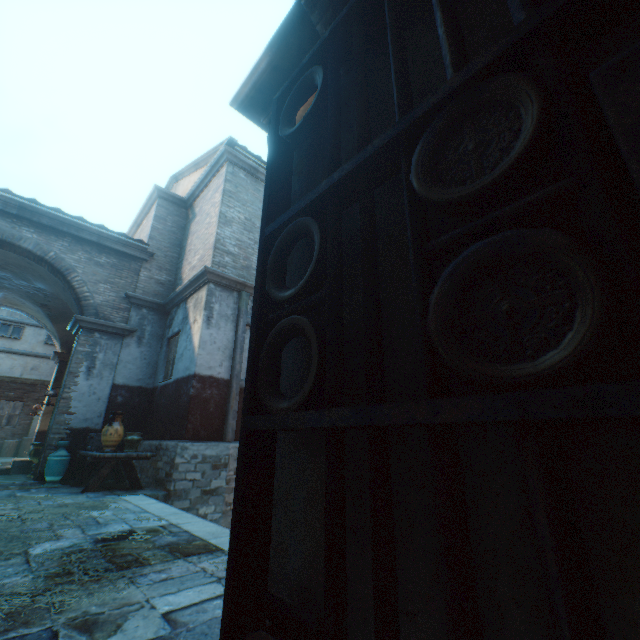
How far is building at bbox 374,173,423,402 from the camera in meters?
0.9 m

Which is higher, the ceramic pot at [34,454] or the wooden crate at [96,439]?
the wooden crate at [96,439]

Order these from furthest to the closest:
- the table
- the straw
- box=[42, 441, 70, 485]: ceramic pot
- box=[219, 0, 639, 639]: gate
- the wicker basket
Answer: the wicker basket → box=[42, 441, 70, 485]: ceramic pot → the table → the straw → box=[219, 0, 639, 639]: gate

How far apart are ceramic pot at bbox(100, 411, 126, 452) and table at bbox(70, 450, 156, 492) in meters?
0.0 m

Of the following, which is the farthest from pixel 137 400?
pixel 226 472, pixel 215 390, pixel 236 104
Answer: pixel 236 104

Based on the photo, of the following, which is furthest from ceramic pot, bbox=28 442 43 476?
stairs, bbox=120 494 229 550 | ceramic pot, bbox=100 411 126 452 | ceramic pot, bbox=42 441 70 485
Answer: stairs, bbox=120 494 229 550

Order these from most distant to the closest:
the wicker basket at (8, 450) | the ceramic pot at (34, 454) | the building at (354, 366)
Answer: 1. the wicker basket at (8, 450)
2. the ceramic pot at (34, 454)
3. the building at (354, 366)

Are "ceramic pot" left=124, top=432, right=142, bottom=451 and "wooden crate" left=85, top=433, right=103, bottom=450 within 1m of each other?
yes
